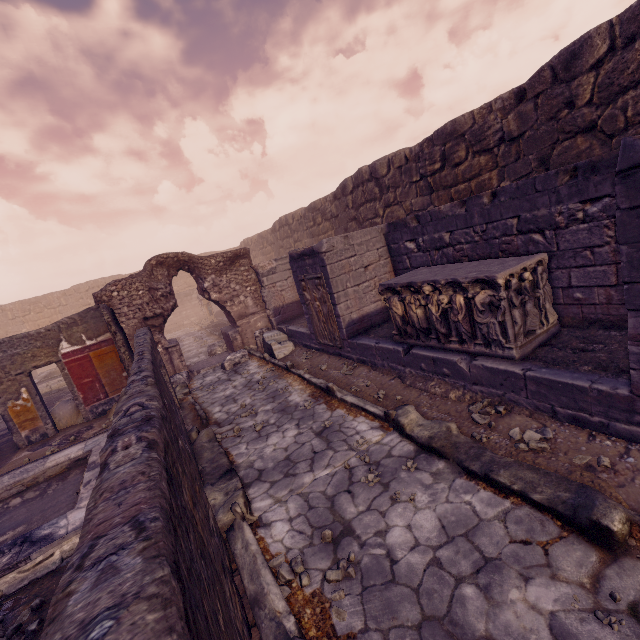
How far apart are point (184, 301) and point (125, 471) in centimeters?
2551cm

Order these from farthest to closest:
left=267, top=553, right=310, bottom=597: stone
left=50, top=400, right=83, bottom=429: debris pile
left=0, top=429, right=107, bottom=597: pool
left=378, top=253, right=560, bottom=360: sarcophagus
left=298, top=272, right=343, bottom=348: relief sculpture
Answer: left=50, top=400, right=83, bottom=429: debris pile, left=298, top=272, right=343, bottom=348: relief sculpture, left=378, top=253, right=560, bottom=360: sarcophagus, left=0, top=429, right=107, bottom=597: pool, left=267, top=553, right=310, bottom=597: stone

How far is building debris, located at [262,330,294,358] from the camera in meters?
9.8 m

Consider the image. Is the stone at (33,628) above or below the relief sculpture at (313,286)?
below

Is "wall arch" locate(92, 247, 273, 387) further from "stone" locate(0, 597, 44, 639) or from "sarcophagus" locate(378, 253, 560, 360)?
"stone" locate(0, 597, 44, 639)

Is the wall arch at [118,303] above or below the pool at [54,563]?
above

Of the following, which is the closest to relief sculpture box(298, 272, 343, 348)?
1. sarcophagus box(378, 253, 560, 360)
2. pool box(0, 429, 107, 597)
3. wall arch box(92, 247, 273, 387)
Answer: sarcophagus box(378, 253, 560, 360)

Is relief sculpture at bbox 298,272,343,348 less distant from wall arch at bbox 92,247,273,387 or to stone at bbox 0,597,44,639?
wall arch at bbox 92,247,273,387
